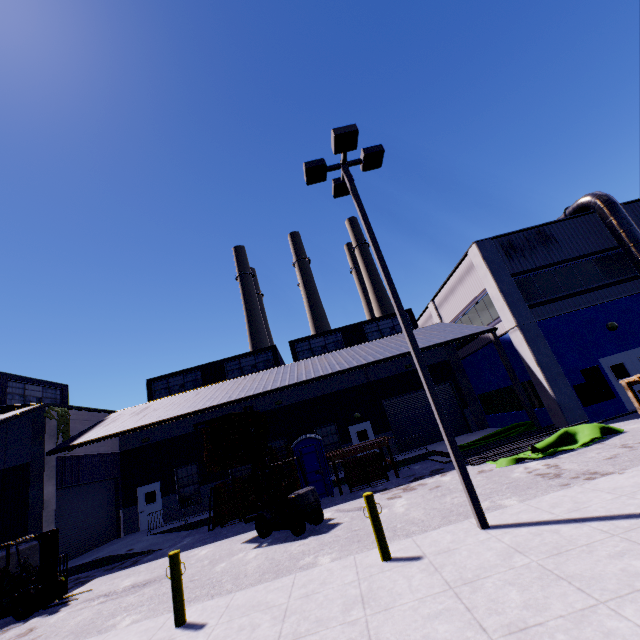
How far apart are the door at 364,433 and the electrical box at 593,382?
11.3 meters

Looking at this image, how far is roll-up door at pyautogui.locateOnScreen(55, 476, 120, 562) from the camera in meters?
16.2 m

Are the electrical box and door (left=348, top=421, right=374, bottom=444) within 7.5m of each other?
no

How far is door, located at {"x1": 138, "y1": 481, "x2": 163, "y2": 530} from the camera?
20.11m

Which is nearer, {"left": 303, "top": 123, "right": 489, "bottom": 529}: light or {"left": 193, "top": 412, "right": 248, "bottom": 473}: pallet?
{"left": 303, "top": 123, "right": 489, "bottom": 529}: light

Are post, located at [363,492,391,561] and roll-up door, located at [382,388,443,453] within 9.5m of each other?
no

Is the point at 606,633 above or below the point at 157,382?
below

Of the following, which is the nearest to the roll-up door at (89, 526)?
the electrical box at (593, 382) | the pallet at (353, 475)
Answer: the pallet at (353, 475)
